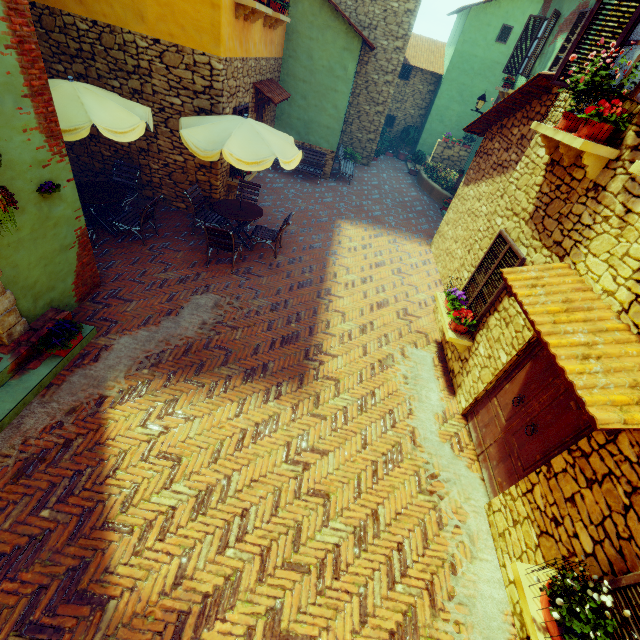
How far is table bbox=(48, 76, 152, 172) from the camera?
5.2m

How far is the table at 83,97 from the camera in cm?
525

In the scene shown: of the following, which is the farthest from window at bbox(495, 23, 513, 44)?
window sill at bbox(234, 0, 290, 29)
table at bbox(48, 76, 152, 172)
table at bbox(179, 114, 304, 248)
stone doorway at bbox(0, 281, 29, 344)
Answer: table at bbox(48, 76, 152, 172)

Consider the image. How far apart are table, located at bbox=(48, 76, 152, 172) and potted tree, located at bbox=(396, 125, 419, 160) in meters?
17.2

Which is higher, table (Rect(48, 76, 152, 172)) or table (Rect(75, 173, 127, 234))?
table (Rect(48, 76, 152, 172))

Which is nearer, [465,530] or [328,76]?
[465,530]

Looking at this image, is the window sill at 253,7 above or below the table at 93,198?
above

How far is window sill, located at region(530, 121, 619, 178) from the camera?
3.9m
